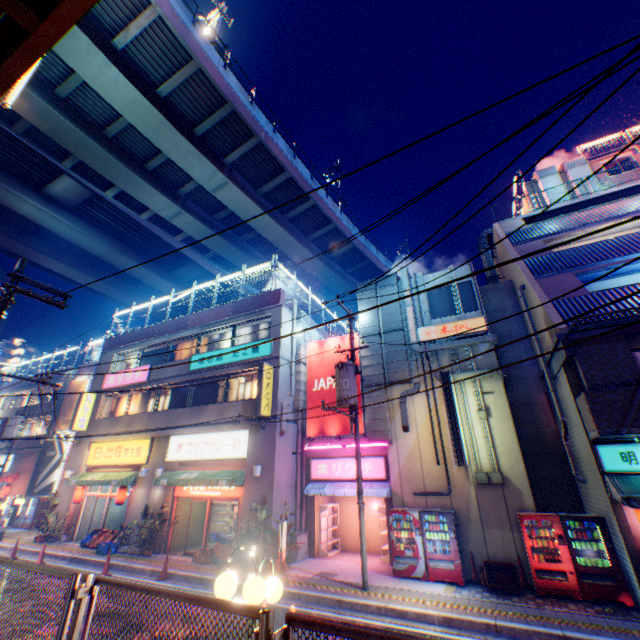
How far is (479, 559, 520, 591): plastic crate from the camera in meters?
9.9

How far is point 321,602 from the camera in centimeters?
961cm

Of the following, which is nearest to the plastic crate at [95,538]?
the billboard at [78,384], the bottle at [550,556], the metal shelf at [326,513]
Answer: the metal shelf at [326,513]

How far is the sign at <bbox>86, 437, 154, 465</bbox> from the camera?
18.2 meters

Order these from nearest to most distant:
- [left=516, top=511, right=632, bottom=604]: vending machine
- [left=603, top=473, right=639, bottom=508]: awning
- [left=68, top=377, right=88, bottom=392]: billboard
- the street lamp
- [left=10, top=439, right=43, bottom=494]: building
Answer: the street lamp → [left=603, top=473, right=639, bottom=508]: awning → [left=516, top=511, right=632, bottom=604]: vending machine → [left=10, top=439, right=43, bottom=494]: building → [left=68, top=377, right=88, bottom=392]: billboard

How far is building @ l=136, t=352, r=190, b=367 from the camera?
19.7 meters

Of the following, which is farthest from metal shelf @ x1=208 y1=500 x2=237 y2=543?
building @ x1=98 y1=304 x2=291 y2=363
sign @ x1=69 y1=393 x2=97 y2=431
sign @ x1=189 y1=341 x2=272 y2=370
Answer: sign @ x1=69 y1=393 x2=97 y2=431

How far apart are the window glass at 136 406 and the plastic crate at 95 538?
6.0m
